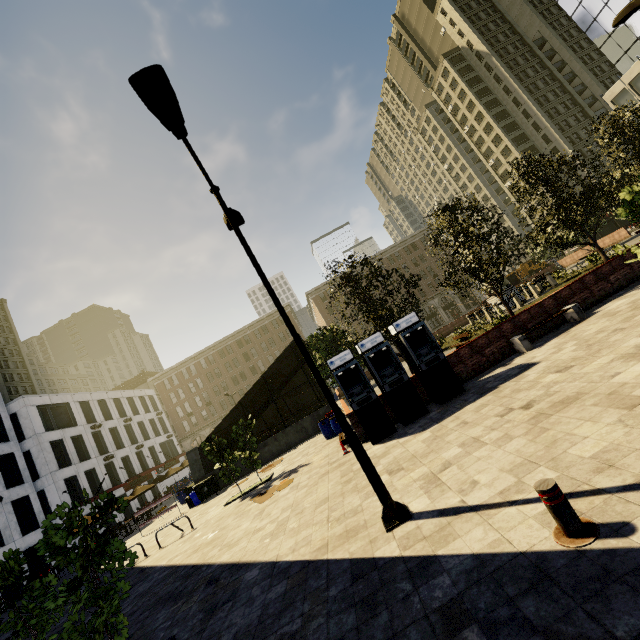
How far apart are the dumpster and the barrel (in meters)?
8.22

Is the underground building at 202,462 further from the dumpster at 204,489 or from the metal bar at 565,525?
the metal bar at 565,525

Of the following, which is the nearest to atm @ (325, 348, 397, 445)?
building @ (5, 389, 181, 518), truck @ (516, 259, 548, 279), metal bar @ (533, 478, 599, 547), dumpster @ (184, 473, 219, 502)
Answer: metal bar @ (533, 478, 599, 547)

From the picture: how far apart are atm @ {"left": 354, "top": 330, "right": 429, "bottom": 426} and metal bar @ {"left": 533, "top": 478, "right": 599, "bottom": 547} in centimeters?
751cm

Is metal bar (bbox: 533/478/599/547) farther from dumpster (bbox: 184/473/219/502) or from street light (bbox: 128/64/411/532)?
dumpster (bbox: 184/473/219/502)

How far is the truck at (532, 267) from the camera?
55.8 meters

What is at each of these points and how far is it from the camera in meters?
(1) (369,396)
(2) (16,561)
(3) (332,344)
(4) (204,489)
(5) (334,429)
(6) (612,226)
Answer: (1) atm, 11.2
(2) tree, 5.3
(3) tree, 19.5
(4) dumpster, 20.0
(5) barrel, 16.4
(6) building, 52.1

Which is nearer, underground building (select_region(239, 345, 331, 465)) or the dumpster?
the dumpster
